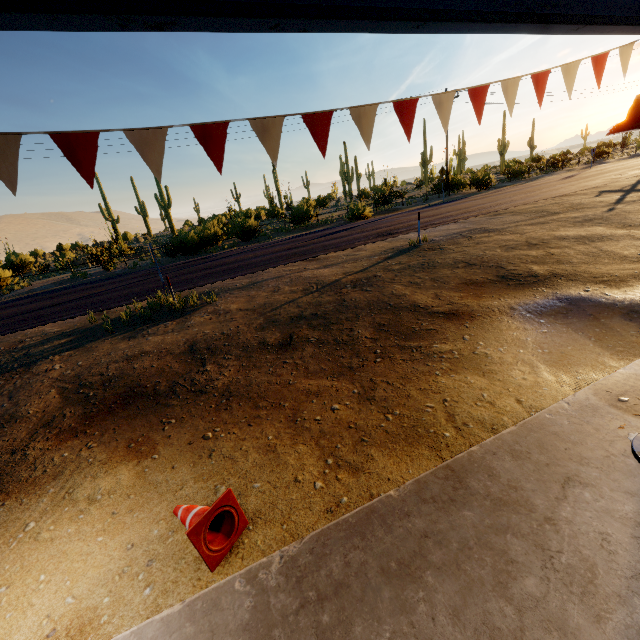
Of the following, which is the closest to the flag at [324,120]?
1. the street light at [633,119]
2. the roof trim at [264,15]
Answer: the roof trim at [264,15]

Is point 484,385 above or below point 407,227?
below

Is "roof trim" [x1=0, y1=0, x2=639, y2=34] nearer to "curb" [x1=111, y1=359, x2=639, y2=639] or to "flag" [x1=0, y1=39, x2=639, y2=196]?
"flag" [x1=0, y1=39, x2=639, y2=196]

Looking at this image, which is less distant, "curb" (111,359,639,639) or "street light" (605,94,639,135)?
"curb" (111,359,639,639)

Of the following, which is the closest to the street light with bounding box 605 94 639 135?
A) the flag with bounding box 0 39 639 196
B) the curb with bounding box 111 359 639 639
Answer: the flag with bounding box 0 39 639 196

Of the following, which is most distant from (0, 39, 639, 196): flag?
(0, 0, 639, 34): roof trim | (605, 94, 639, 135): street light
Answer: (605, 94, 639, 135): street light

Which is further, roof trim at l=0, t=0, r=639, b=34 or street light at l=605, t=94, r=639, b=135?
street light at l=605, t=94, r=639, b=135

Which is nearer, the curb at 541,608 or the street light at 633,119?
the curb at 541,608
